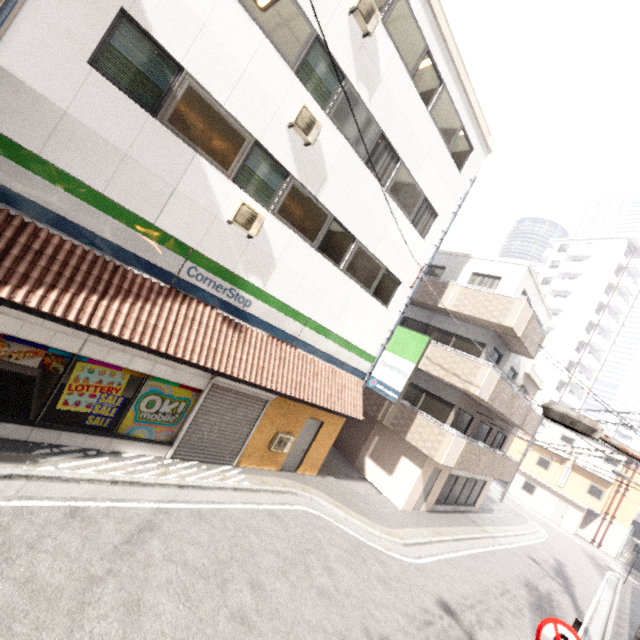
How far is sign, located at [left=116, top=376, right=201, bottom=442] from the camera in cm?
773

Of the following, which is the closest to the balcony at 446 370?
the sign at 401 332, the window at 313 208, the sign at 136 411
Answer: the sign at 401 332

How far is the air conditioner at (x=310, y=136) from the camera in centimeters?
770cm

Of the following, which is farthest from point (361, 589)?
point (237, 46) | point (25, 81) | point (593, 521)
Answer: point (593, 521)

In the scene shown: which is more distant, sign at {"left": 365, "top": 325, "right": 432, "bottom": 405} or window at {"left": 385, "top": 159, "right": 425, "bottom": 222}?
sign at {"left": 365, "top": 325, "right": 432, "bottom": 405}

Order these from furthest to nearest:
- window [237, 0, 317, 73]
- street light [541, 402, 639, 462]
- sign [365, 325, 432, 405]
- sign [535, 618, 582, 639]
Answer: sign [365, 325, 432, 405]
window [237, 0, 317, 73]
sign [535, 618, 582, 639]
street light [541, 402, 639, 462]

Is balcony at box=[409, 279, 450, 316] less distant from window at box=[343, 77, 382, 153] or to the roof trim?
the roof trim

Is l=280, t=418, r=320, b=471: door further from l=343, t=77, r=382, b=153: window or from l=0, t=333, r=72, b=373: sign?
l=343, t=77, r=382, b=153: window
